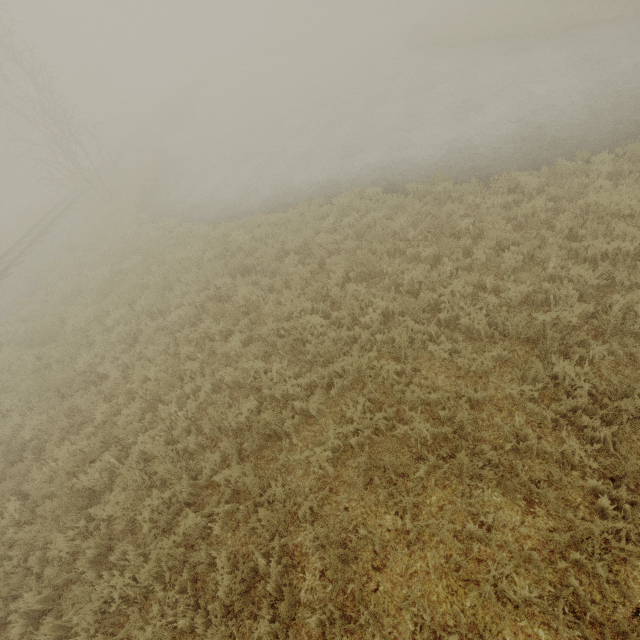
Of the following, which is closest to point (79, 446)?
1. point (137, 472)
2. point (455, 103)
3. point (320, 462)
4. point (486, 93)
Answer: point (137, 472)

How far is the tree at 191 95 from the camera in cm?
2895

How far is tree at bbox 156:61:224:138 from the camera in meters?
29.0 m
